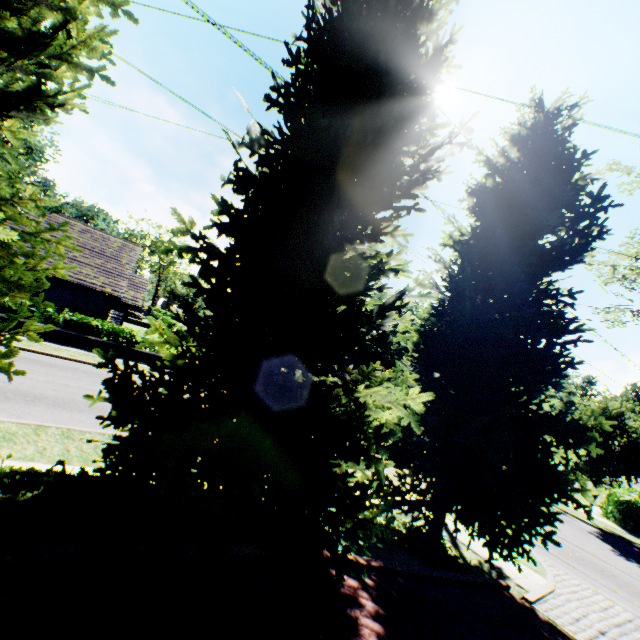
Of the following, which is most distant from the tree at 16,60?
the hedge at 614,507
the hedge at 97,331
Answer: the hedge at 97,331

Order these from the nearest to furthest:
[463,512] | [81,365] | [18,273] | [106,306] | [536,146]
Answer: [18,273], [463,512], [536,146], [81,365], [106,306]

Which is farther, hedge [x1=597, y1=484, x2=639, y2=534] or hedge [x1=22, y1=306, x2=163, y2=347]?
hedge [x1=22, y1=306, x2=163, y2=347]

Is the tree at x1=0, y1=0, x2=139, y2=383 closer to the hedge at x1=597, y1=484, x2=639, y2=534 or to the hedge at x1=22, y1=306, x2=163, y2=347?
the hedge at x1=597, y1=484, x2=639, y2=534

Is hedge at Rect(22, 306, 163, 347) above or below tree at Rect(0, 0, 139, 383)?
below

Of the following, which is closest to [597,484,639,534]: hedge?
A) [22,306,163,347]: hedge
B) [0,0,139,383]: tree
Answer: [0,0,139,383]: tree

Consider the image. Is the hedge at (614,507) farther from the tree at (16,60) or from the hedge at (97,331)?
the hedge at (97,331)
